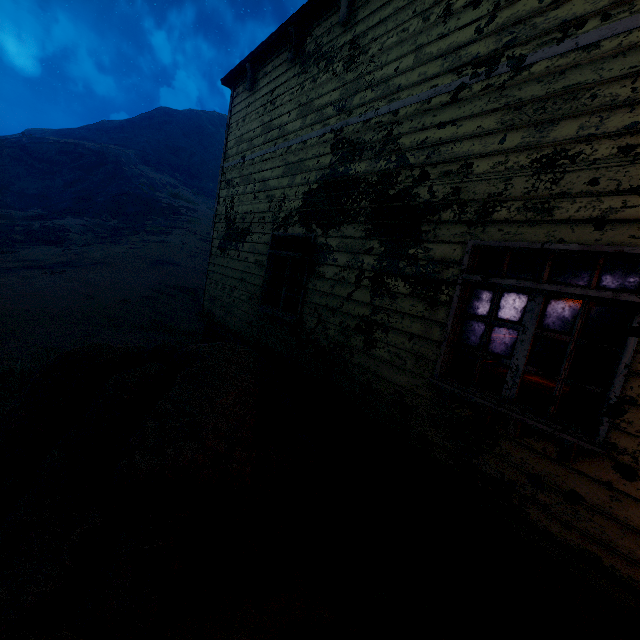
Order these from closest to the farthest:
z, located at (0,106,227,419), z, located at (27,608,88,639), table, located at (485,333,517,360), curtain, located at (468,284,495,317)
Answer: z, located at (27,608,88,639), curtain, located at (468,284,495,317), z, located at (0,106,227,419), table, located at (485,333,517,360)

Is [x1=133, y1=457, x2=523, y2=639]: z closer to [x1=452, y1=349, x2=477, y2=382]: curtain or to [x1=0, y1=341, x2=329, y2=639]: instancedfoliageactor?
[x1=0, y1=341, x2=329, y2=639]: instancedfoliageactor

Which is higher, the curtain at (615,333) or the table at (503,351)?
the curtain at (615,333)

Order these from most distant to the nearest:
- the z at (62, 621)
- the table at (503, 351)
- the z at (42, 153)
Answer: the table at (503, 351) < the z at (42, 153) < the z at (62, 621)

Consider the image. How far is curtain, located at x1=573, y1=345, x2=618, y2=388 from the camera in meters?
2.5 m

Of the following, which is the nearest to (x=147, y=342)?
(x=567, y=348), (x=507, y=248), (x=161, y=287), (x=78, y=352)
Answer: (x=161, y=287)

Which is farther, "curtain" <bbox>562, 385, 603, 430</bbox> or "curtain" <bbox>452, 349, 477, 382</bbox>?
"curtain" <bbox>452, 349, 477, 382</bbox>

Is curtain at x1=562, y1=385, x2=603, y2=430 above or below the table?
above
